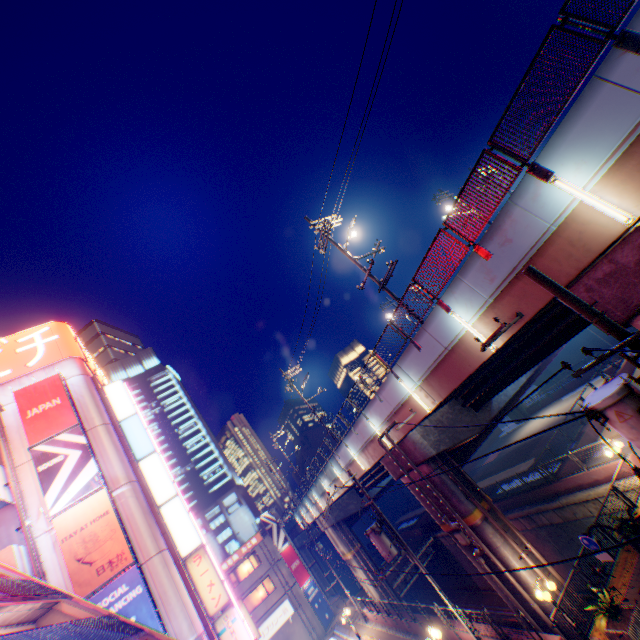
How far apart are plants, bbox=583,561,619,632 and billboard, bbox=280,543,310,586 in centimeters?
3587cm

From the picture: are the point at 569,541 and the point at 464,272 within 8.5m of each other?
no

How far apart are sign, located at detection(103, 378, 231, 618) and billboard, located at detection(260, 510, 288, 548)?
24.28m

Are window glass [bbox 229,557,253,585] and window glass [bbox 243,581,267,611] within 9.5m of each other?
yes

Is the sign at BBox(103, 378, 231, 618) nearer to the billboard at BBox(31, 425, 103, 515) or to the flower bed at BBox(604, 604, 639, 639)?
the billboard at BBox(31, 425, 103, 515)

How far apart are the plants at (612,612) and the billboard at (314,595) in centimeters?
3561cm

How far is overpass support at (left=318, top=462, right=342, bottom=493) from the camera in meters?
27.1

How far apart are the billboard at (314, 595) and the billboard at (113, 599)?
28.43m
